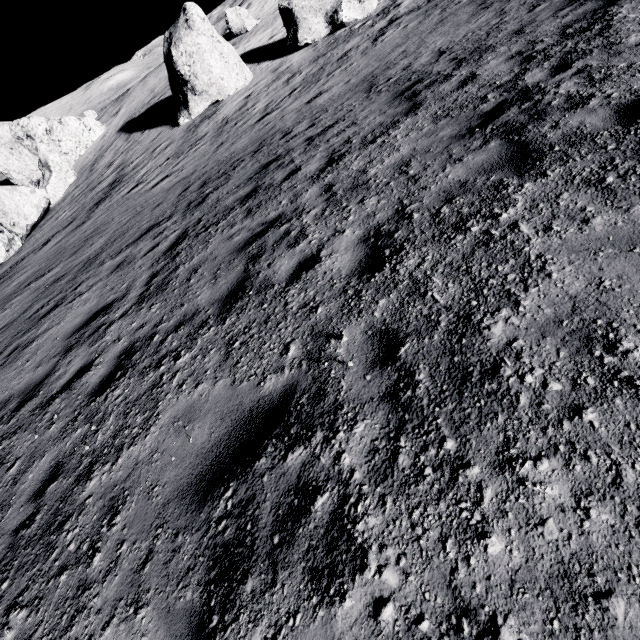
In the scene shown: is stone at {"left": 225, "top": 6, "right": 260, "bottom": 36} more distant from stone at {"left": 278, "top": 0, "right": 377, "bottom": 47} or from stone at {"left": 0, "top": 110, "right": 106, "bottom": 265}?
stone at {"left": 0, "top": 110, "right": 106, "bottom": 265}

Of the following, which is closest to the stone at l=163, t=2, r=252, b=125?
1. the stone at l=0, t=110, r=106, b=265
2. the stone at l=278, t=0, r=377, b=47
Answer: the stone at l=278, t=0, r=377, b=47

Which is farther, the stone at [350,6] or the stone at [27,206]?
the stone at [27,206]

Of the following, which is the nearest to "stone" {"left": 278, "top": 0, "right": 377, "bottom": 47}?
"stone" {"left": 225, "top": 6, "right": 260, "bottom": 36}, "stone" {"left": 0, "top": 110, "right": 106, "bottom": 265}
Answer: "stone" {"left": 225, "top": 6, "right": 260, "bottom": 36}

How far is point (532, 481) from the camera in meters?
1.7 m

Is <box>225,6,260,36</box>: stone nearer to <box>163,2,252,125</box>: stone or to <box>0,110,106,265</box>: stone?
<box>163,2,252,125</box>: stone

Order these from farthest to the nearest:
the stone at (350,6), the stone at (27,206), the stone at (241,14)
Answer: the stone at (241,14) → the stone at (27,206) → the stone at (350,6)

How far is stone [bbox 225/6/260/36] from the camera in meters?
29.2 m
